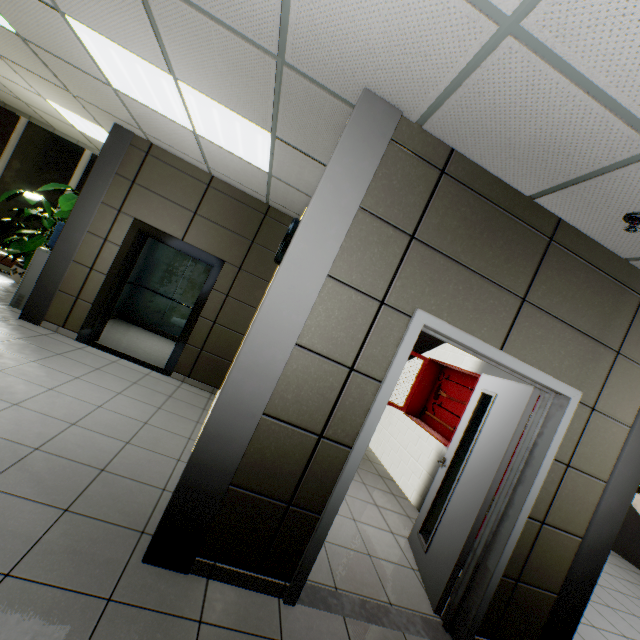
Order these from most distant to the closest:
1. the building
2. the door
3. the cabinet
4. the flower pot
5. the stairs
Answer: the building → the flower pot → the stairs → the cabinet → the door

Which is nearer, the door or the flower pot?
the door

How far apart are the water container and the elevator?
1.98m

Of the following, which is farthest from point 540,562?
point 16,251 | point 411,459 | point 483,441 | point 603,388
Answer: point 16,251

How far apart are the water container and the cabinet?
5.6m

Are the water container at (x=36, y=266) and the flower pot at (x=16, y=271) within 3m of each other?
yes

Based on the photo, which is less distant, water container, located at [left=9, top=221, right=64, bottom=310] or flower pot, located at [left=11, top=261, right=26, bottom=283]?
water container, located at [left=9, top=221, right=64, bottom=310]

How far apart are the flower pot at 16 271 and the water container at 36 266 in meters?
1.4 m
